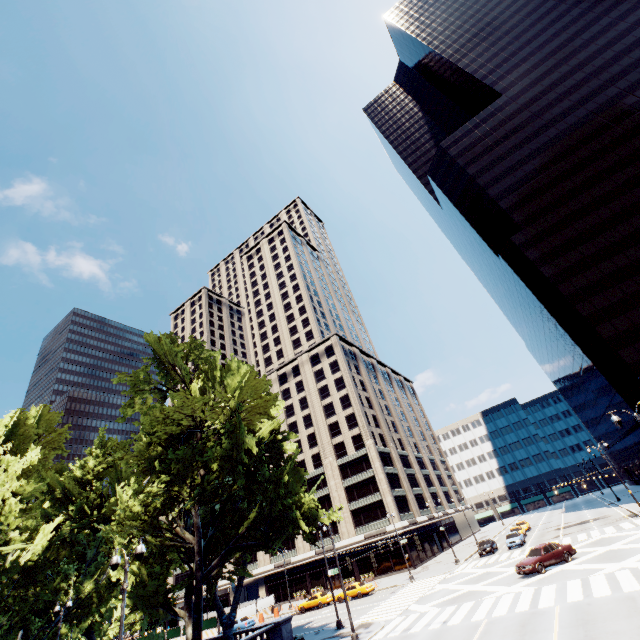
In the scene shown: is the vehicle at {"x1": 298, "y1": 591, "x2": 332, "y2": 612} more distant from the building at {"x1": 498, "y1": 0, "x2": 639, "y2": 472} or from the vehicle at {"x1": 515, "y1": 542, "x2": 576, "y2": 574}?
the building at {"x1": 498, "y1": 0, "x2": 639, "y2": 472}

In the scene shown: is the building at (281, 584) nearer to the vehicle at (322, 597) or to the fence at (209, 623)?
the fence at (209, 623)

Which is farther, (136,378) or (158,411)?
(136,378)

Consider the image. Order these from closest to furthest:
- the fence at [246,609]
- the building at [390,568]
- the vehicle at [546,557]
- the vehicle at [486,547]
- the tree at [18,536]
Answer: the tree at [18,536] → the vehicle at [546,557] → the vehicle at [486,547] → the fence at [246,609] → the building at [390,568]

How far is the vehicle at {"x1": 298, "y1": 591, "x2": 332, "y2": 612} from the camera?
40.8 meters

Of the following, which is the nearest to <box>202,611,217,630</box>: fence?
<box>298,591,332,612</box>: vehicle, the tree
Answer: <box>298,591,332,612</box>: vehicle

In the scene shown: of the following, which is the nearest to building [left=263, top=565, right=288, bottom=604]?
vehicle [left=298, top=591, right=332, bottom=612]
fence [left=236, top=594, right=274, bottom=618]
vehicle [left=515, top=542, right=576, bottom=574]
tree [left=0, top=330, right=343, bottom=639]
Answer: fence [left=236, top=594, right=274, bottom=618]

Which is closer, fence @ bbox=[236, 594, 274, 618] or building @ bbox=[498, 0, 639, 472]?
building @ bbox=[498, 0, 639, 472]
